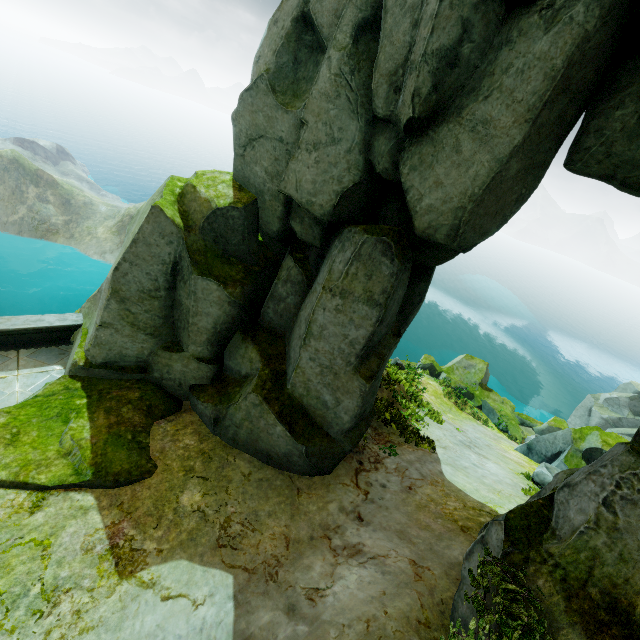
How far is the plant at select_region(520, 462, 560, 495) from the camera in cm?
977

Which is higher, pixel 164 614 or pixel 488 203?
pixel 488 203

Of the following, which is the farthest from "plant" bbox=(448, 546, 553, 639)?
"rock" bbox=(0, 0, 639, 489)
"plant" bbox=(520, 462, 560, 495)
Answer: "plant" bbox=(520, 462, 560, 495)

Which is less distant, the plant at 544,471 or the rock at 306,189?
the rock at 306,189

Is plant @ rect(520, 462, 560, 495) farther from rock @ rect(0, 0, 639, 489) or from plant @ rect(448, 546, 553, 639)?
plant @ rect(448, 546, 553, 639)

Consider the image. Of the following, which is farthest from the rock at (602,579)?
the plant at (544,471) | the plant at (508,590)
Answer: the plant at (544,471)

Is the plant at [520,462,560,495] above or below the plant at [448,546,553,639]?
below
